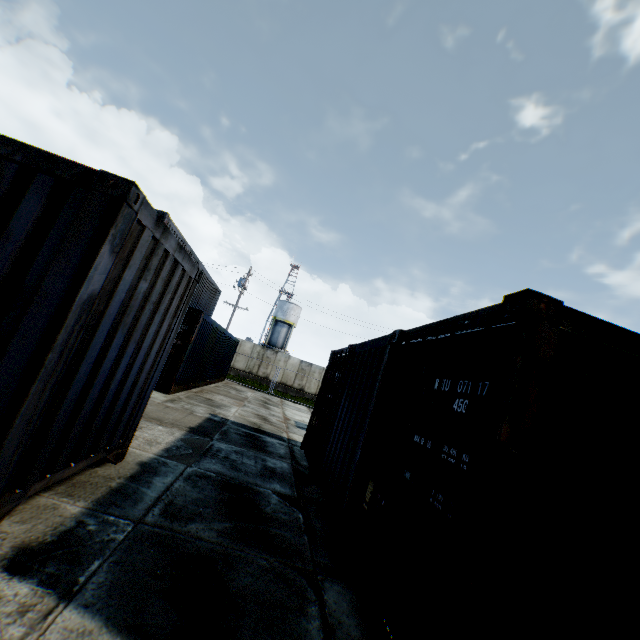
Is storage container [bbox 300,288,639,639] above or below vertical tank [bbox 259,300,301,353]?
below

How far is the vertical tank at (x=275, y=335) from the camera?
49.9 meters

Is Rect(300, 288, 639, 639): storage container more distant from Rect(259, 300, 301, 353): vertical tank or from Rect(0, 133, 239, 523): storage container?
Rect(259, 300, 301, 353): vertical tank

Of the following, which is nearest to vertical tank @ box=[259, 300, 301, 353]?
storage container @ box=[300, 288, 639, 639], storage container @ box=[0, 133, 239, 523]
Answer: storage container @ box=[300, 288, 639, 639]

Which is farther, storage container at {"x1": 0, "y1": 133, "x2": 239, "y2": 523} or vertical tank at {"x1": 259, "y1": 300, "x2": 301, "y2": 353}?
vertical tank at {"x1": 259, "y1": 300, "x2": 301, "y2": 353}

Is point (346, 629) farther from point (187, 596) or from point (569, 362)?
point (569, 362)

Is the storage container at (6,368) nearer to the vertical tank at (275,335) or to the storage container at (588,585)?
the storage container at (588,585)
